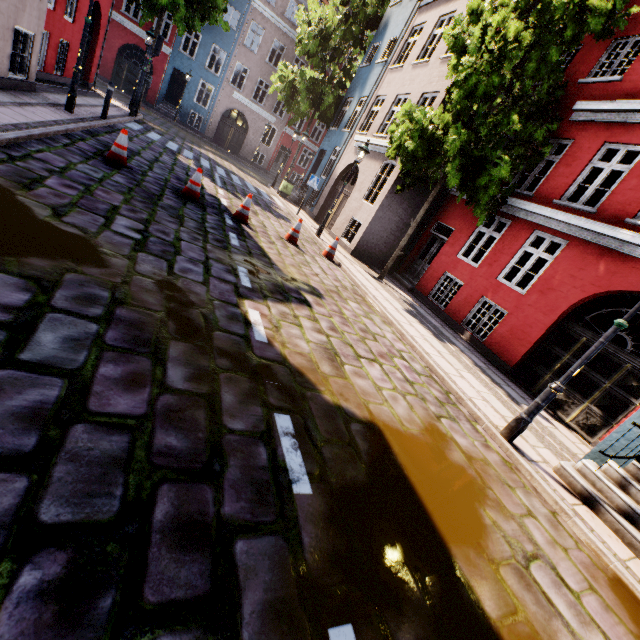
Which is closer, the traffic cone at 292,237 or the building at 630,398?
the building at 630,398

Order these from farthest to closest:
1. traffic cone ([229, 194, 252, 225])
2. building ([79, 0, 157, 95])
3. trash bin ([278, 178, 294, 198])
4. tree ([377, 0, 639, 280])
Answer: trash bin ([278, 178, 294, 198]) → building ([79, 0, 157, 95]) → traffic cone ([229, 194, 252, 225]) → tree ([377, 0, 639, 280])

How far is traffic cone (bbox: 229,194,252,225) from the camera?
8.58m

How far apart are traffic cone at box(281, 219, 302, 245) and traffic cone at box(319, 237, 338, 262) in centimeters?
88cm

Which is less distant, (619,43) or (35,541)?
(35,541)

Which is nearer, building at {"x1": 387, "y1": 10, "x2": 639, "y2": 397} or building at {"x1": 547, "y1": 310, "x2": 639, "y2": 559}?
building at {"x1": 547, "y1": 310, "x2": 639, "y2": 559}

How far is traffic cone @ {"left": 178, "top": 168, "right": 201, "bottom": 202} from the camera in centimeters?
789cm

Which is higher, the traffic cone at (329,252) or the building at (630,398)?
the building at (630,398)
